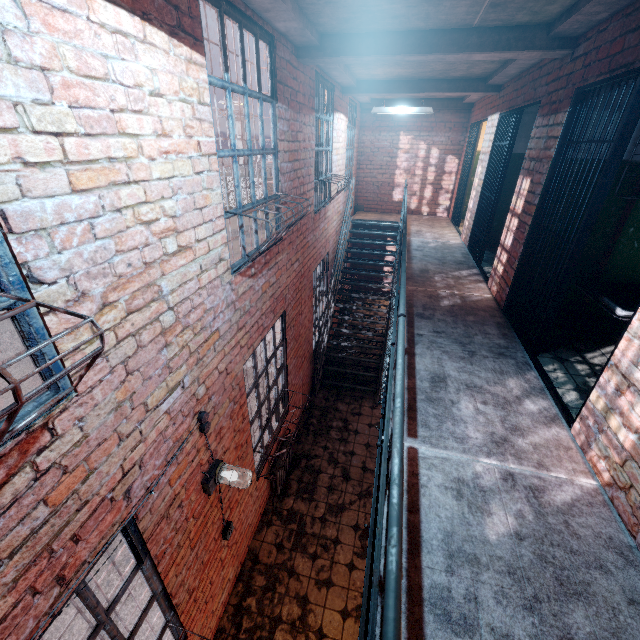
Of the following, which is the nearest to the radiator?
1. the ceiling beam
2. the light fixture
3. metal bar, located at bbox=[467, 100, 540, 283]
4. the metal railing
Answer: the light fixture

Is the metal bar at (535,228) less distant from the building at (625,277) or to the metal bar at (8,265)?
the building at (625,277)

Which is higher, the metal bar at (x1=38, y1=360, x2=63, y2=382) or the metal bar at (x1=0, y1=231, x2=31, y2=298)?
Result: the metal bar at (x1=0, y1=231, x2=31, y2=298)

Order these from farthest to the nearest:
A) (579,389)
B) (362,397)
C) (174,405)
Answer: (362,397) < (579,389) < (174,405)

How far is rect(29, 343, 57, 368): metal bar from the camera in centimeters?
138cm

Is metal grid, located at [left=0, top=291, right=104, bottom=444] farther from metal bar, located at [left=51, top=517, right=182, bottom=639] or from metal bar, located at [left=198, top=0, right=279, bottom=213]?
metal bar, located at [left=198, top=0, right=279, bottom=213]

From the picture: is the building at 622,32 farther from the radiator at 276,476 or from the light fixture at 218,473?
the radiator at 276,476

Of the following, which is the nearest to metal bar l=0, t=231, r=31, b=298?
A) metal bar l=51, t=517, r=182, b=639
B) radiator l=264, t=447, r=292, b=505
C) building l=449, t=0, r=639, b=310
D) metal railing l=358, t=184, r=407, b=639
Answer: building l=449, t=0, r=639, b=310
